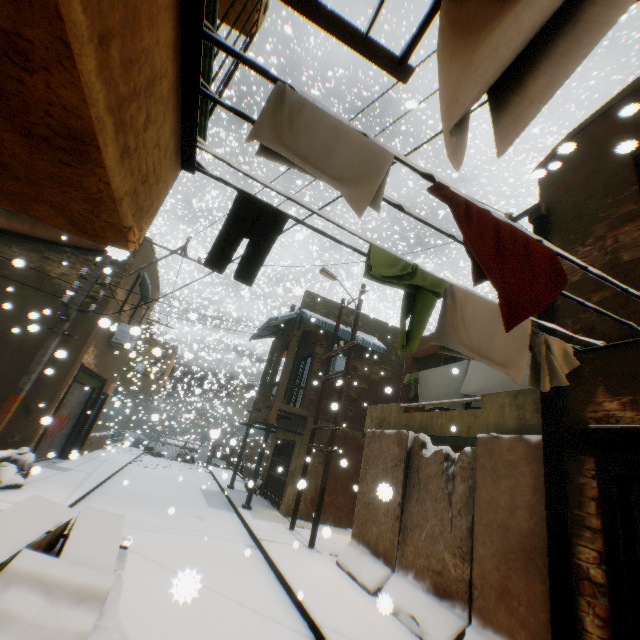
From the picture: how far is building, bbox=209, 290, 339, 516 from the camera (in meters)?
13.48

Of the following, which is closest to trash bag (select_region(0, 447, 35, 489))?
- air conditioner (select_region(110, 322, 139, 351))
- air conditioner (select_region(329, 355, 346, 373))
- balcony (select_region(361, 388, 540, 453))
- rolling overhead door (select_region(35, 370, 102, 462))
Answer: rolling overhead door (select_region(35, 370, 102, 462))

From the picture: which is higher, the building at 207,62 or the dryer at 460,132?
the building at 207,62

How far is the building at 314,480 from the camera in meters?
12.9 m

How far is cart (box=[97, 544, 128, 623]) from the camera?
2.1m

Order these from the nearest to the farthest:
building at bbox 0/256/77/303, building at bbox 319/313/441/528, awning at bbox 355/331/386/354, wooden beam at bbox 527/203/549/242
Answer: wooden beam at bbox 527/203/549/242
building at bbox 0/256/77/303
building at bbox 319/313/441/528
awning at bbox 355/331/386/354

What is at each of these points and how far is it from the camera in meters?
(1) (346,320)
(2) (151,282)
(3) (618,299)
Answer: (1) building, 16.2 m
(2) building, 15.3 m
(3) building, 3.9 m
